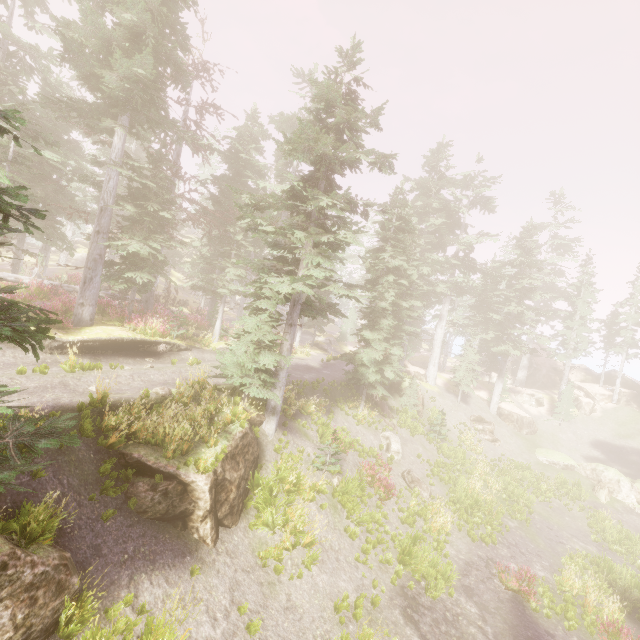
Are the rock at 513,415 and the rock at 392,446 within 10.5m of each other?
no

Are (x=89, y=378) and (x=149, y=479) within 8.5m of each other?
yes

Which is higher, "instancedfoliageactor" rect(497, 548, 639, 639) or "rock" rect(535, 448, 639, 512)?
"rock" rect(535, 448, 639, 512)

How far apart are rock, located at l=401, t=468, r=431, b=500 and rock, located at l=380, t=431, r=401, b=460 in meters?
0.8

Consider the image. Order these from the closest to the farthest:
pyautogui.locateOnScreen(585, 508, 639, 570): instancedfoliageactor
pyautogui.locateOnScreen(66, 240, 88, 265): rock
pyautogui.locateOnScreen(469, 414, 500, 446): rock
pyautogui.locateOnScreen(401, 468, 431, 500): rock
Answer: pyautogui.locateOnScreen(401, 468, 431, 500): rock
pyautogui.locateOnScreen(585, 508, 639, 570): instancedfoliageactor
pyautogui.locateOnScreen(469, 414, 500, 446): rock
pyautogui.locateOnScreen(66, 240, 88, 265): rock

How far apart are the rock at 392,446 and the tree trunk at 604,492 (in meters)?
16.90

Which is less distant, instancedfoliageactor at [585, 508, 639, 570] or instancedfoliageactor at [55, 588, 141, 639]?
instancedfoliageactor at [55, 588, 141, 639]

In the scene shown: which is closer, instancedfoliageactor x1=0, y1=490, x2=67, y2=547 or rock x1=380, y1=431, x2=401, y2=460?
instancedfoliageactor x1=0, y1=490, x2=67, y2=547
